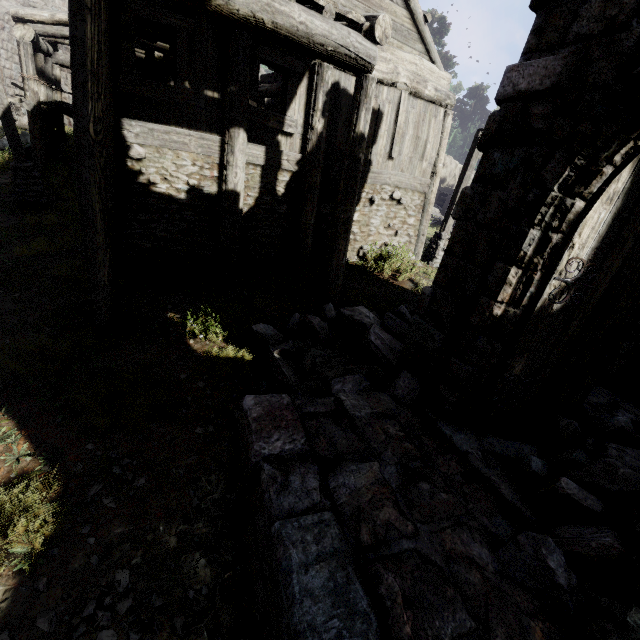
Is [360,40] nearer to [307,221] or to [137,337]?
[307,221]

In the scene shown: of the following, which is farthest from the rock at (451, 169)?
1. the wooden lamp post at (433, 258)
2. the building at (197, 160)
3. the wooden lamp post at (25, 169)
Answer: the wooden lamp post at (25, 169)

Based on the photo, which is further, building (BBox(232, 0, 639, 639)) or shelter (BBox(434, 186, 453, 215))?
shelter (BBox(434, 186, 453, 215))

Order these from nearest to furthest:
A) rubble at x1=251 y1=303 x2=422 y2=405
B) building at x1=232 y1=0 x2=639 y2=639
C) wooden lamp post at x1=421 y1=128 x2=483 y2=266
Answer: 1. building at x1=232 y1=0 x2=639 y2=639
2. rubble at x1=251 y1=303 x2=422 y2=405
3. wooden lamp post at x1=421 y1=128 x2=483 y2=266

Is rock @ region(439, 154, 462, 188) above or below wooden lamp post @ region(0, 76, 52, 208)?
above

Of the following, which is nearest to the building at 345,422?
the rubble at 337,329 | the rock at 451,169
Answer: the rubble at 337,329

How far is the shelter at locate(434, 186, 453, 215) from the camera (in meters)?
24.80

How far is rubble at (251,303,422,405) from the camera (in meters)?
4.38
